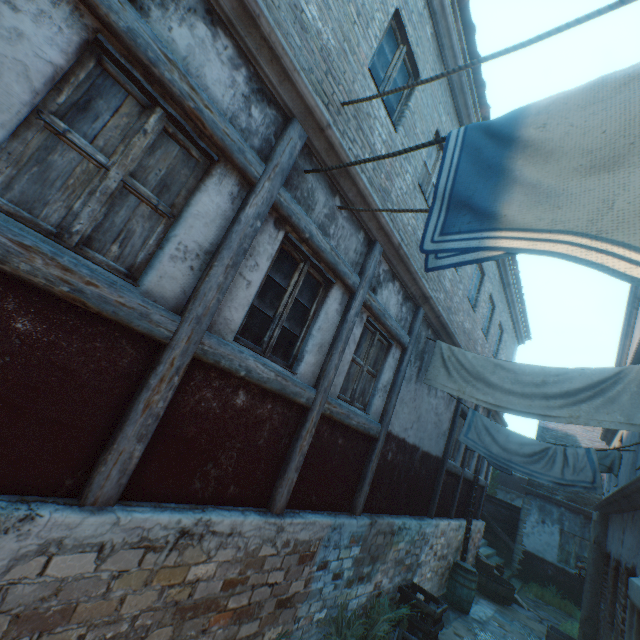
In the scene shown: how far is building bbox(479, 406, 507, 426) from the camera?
11.2 meters

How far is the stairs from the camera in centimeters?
1323cm

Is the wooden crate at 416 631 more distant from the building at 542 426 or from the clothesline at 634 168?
the clothesline at 634 168

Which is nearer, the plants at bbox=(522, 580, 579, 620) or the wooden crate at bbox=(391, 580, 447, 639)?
the wooden crate at bbox=(391, 580, 447, 639)

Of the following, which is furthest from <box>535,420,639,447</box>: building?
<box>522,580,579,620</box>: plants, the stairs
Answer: Answer: <box>522,580,579,620</box>: plants

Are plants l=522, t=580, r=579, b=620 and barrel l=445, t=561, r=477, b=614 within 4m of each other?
no

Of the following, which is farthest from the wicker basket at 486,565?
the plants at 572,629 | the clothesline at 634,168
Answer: the clothesline at 634,168

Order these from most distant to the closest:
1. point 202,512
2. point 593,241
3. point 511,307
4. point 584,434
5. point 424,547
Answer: point 584,434 < point 511,307 < point 424,547 < point 202,512 < point 593,241
